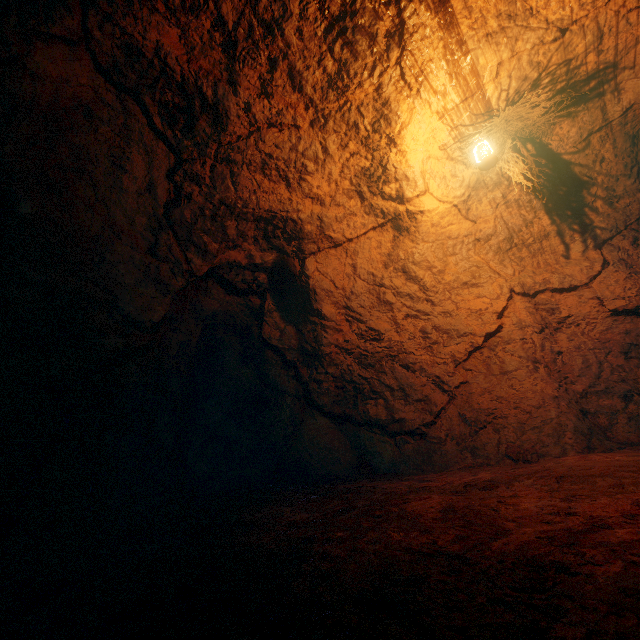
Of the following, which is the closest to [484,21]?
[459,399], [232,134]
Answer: [232,134]
